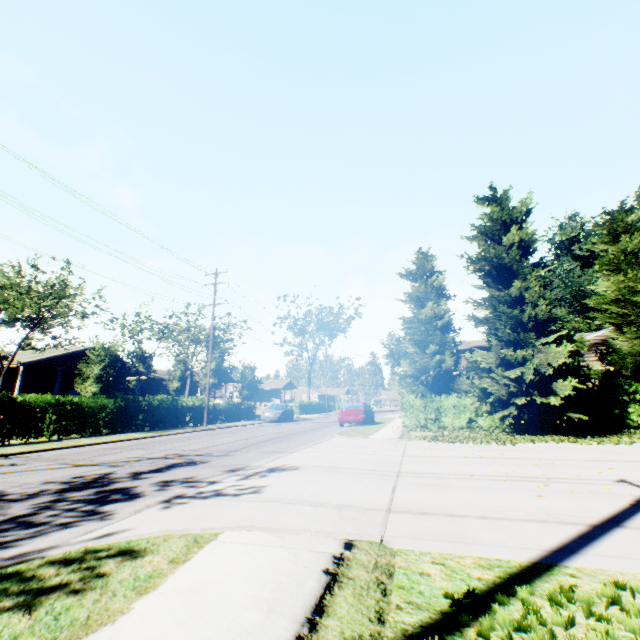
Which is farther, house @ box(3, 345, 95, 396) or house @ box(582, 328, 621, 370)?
house @ box(3, 345, 95, 396)

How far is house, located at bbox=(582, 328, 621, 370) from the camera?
21.1m

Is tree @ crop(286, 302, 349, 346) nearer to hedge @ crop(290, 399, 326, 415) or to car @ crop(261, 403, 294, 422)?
hedge @ crop(290, 399, 326, 415)

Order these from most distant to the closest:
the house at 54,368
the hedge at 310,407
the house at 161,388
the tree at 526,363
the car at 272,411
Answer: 1. the hedge at 310,407
2. the house at 161,388
3. the car at 272,411
4. the house at 54,368
5. the tree at 526,363

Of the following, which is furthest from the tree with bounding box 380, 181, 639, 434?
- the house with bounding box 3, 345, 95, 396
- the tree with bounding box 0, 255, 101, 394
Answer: the house with bounding box 3, 345, 95, 396

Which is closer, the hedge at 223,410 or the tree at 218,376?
the hedge at 223,410

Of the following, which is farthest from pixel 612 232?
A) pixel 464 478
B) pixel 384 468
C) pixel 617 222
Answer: pixel 384 468

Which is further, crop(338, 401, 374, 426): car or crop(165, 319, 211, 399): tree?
crop(165, 319, 211, 399): tree
